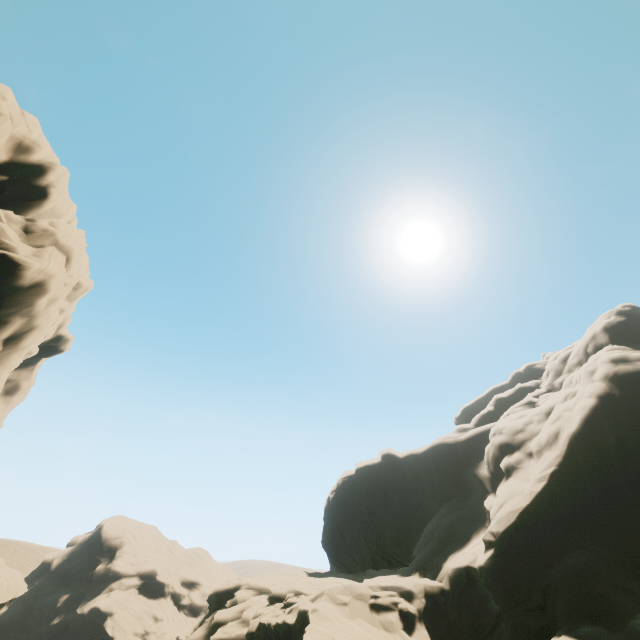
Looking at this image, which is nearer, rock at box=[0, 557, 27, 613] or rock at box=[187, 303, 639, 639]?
rock at box=[187, 303, 639, 639]

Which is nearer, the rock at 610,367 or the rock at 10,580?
the rock at 610,367

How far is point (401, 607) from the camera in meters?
18.7

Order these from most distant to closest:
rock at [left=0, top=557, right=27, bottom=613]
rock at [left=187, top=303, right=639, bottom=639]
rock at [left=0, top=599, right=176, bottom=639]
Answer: rock at [left=0, top=599, right=176, bottom=639] → rock at [left=0, top=557, right=27, bottom=613] → rock at [left=187, top=303, right=639, bottom=639]

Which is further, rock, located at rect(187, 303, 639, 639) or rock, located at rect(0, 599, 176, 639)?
rock, located at rect(0, 599, 176, 639)

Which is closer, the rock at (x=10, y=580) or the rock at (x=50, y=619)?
the rock at (x=10, y=580)

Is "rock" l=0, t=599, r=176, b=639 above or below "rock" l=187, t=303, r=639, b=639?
below
